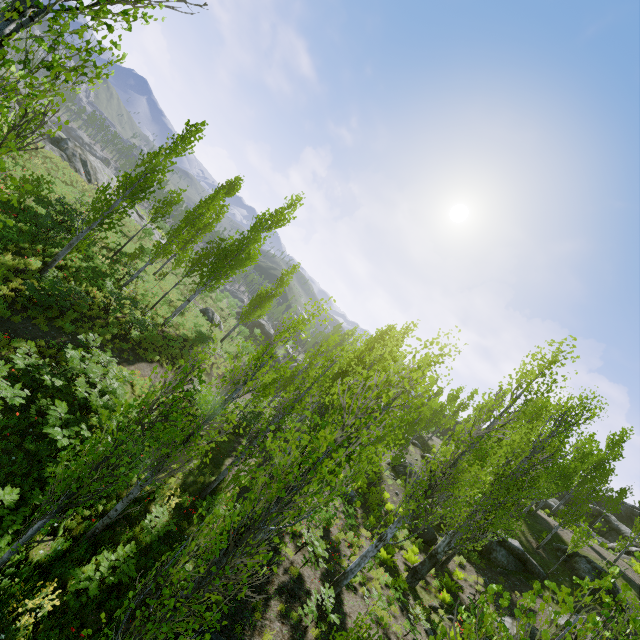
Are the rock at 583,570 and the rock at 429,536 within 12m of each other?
yes

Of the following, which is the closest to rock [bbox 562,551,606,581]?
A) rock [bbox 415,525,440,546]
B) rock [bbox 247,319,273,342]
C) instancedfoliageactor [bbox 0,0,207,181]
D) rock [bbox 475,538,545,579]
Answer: instancedfoliageactor [bbox 0,0,207,181]

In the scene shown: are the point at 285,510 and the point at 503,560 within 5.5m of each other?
no

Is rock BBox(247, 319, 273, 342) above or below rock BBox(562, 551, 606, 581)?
below

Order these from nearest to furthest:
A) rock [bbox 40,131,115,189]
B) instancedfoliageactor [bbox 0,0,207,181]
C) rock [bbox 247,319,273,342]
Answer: instancedfoliageactor [bbox 0,0,207,181] → rock [bbox 40,131,115,189] → rock [bbox 247,319,273,342]

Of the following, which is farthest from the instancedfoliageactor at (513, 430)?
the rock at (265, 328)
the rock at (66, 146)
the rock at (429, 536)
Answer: the rock at (66, 146)

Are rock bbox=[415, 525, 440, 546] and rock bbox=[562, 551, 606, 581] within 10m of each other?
yes

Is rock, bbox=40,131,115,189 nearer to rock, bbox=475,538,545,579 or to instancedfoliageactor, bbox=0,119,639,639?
instancedfoliageactor, bbox=0,119,639,639
